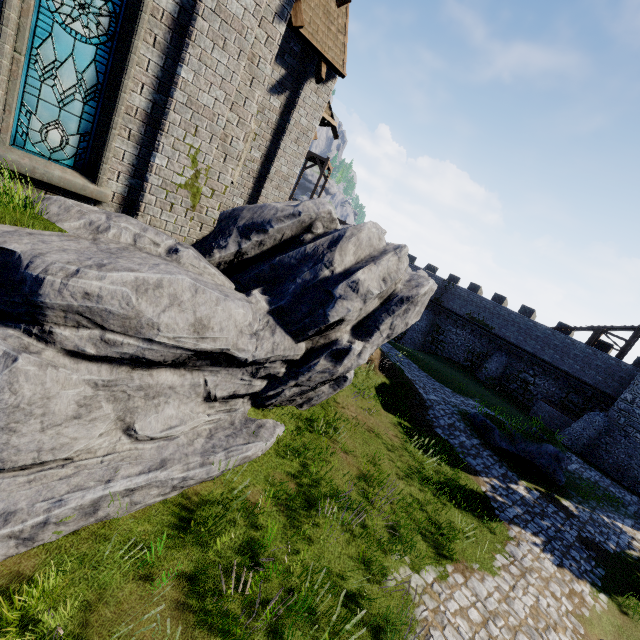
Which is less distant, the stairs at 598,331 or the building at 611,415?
the building at 611,415

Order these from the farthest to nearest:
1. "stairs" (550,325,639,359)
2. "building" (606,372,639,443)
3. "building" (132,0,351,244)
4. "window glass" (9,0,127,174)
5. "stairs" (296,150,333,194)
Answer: "stairs" (296,150,333,194)
"stairs" (550,325,639,359)
"building" (606,372,639,443)
"building" (132,0,351,244)
"window glass" (9,0,127,174)

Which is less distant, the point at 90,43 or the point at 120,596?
the point at 120,596

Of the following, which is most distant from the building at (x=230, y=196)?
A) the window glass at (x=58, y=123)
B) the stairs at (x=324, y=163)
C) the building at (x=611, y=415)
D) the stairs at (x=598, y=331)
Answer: the stairs at (x=598, y=331)

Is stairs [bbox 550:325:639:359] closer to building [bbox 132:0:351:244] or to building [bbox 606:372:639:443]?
building [bbox 606:372:639:443]

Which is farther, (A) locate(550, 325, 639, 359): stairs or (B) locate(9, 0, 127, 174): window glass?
(A) locate(550, 325, 639, 359): stairs

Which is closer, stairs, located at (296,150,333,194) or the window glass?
the window glass

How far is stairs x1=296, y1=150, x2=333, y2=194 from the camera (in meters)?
32.50
